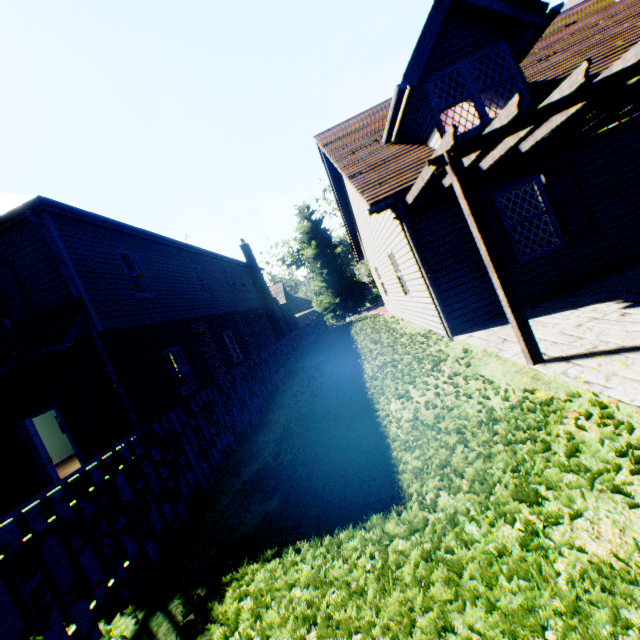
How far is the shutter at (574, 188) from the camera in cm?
Answer: 693

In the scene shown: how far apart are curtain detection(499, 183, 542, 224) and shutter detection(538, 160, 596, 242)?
0.19m

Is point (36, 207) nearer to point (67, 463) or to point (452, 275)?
point (452, 275)

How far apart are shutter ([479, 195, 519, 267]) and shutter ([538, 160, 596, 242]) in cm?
95

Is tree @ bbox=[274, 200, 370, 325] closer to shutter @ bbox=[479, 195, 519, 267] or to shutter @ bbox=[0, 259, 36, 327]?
shutter @ bbox=[0, 259, 36, 327]

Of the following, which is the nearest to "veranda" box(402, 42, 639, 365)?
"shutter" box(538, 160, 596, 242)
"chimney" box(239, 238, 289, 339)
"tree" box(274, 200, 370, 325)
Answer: "shutter" box(538, 160, 596, 242)

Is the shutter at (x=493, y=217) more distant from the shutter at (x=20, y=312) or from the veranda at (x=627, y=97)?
the shutter at (x=20, y=312)

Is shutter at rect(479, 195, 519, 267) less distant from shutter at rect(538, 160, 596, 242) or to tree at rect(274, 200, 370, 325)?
shutter at rect(538, 160, 596, 242)
